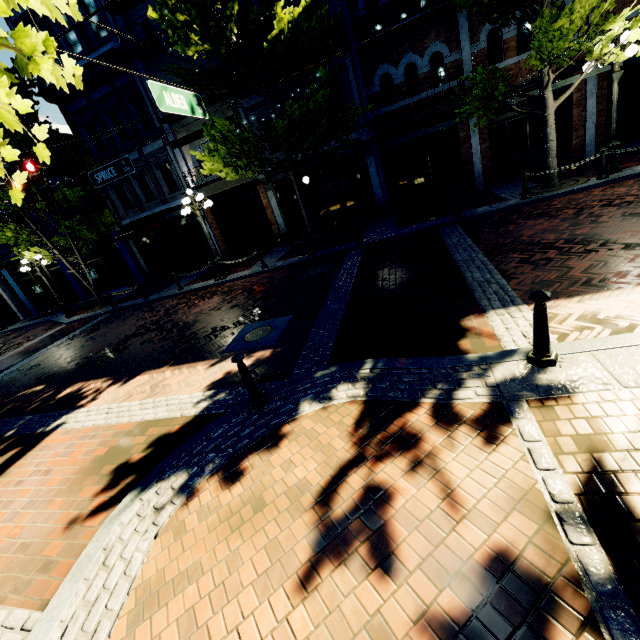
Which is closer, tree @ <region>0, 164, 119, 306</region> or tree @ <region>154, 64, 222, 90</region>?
tree @ <region>154, 64, 222, 90</region>

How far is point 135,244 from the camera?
18.8m

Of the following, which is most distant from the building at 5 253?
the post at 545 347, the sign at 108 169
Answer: the post at 545 347

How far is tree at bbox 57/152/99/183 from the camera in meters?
15.0 m

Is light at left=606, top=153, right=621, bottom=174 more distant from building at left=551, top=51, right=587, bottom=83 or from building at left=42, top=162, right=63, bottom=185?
building at left=551, top=51, right=587, bottom=83

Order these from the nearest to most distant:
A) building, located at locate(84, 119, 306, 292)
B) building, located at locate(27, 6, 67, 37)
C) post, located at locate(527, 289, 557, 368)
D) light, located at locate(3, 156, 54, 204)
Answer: post, located at locate(527, 289, 557, 368) → light, located at locate(3, 156, 54, 204) → building, located at locate(27, 6, 67, 37) → building, located at locate(84, 119, 306, 292)

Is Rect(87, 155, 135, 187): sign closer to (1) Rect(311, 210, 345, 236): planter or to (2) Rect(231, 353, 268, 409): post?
(1) Rect(311, 210, 345, 236): planter

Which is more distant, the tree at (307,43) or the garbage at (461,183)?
the garbage at (461,183)
